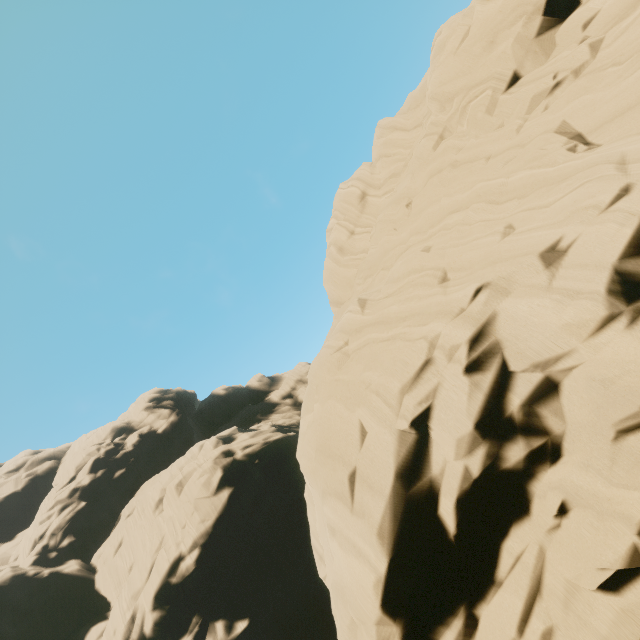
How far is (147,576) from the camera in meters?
39.2
